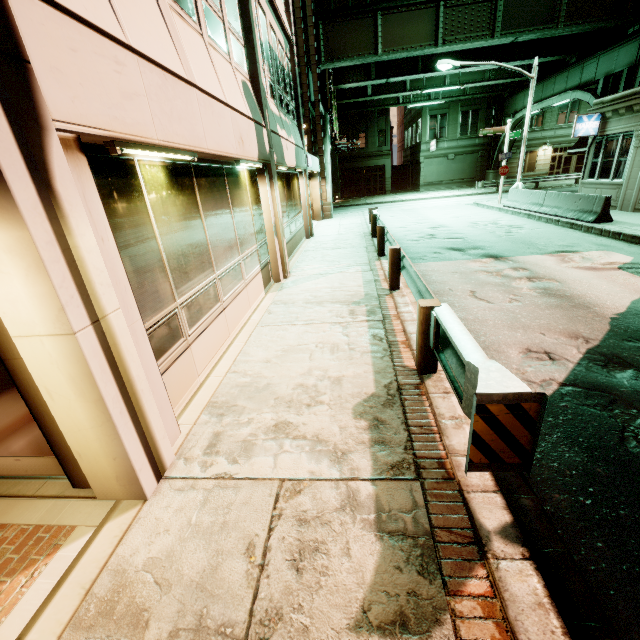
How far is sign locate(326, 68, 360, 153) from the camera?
22.3m

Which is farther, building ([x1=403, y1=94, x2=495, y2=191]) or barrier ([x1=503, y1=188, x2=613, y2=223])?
A: building ([x1=403, y1=94, x2=495, y2=191])

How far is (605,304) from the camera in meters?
6.1 m

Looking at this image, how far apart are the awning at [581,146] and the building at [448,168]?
22.7 meters

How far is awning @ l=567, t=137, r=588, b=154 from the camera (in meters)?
16.84

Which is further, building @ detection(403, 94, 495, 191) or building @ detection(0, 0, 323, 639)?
building @ detection(403, 94, 495, 191)

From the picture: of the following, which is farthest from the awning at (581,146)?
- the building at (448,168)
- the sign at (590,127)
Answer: the building at (448,168)

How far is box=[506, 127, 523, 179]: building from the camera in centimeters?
3691cm
